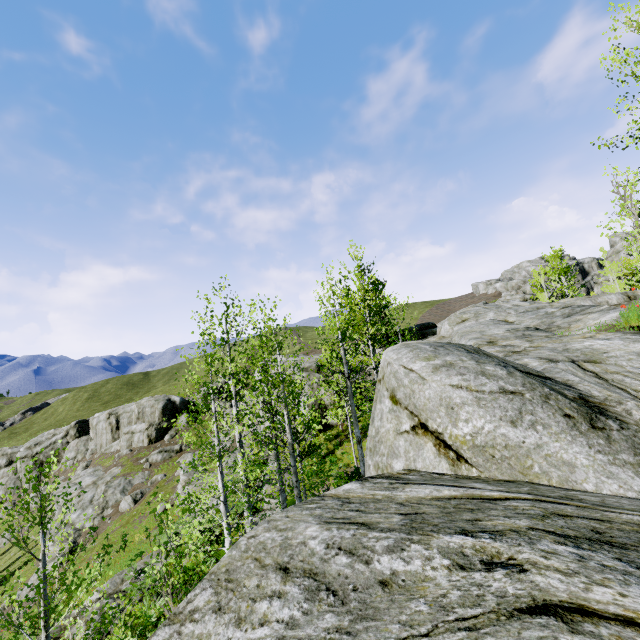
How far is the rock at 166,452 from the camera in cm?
4169

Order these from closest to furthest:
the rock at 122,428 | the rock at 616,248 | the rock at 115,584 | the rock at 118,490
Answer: the rock at 115,584
the rock at 118,490
the rock at 122,428
the rock at 616,248

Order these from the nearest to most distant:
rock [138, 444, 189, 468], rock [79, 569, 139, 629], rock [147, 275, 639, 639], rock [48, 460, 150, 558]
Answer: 1. rock [147, 275, 639, 639]
2. rock [79, 569, 139, 629]
3. rock [48, 460, 150, 558]
4. rock [138, 444, 189, 468]

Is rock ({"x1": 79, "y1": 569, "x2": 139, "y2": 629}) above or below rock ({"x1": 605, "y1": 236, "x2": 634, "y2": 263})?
below

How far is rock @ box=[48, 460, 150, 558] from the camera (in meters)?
32.19

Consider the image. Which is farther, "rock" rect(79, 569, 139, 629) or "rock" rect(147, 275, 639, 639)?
"rock" rect(79, 569, 139, 629)

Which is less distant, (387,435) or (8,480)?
(387,435)
